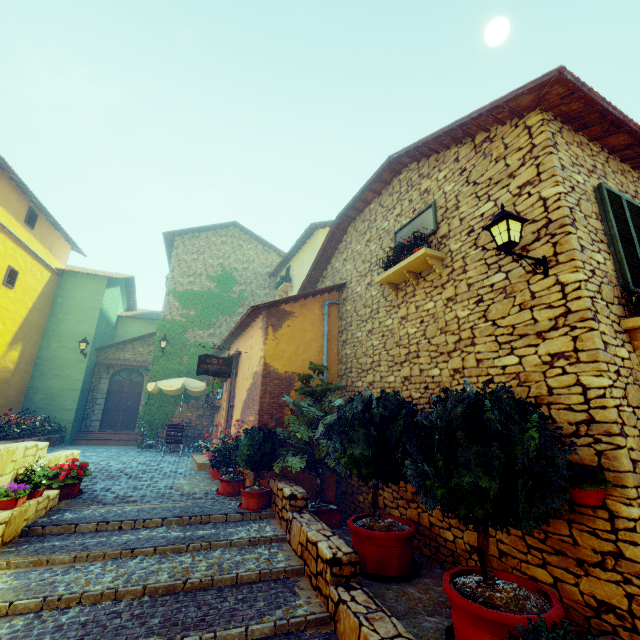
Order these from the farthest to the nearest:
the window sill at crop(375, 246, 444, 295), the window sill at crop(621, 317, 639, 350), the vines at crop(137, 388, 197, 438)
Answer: the vines at crop(137, 388, 197, 438) < the window sill at crop(375, 246, 444, 295) < the window sill at crop(621, 317, 639, 350)

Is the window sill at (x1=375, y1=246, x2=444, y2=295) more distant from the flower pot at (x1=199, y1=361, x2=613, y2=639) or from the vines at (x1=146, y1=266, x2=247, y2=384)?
the vines at (x1=146, y1=266, x2=247, y2=384)

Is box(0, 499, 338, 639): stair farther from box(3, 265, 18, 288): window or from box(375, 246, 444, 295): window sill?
box(3, 265, 18, 288): window

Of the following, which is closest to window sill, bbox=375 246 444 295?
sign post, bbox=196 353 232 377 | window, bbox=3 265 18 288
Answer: sign post, bbox=196 353 232 377

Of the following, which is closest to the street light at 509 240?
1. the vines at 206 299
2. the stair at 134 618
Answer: the stair at 134 618

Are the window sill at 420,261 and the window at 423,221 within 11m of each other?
yes

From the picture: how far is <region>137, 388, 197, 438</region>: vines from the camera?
13.4 meters

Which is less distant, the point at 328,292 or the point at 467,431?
the point at 467,431
